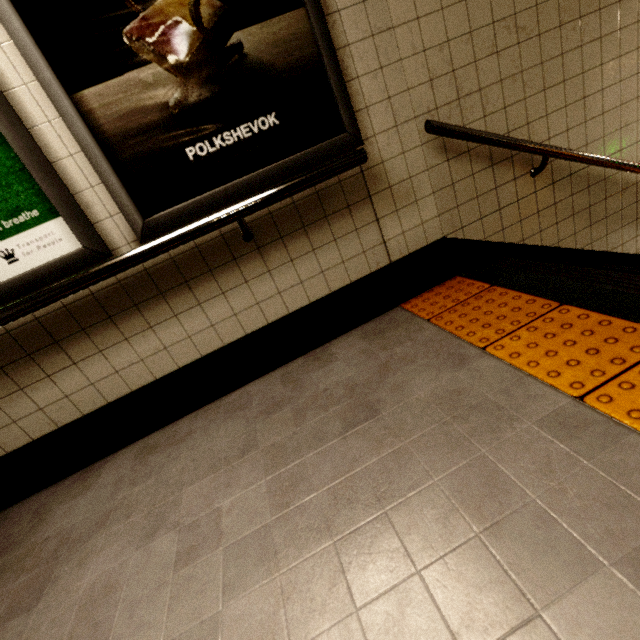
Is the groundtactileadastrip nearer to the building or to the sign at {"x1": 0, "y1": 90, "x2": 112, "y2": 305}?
the building

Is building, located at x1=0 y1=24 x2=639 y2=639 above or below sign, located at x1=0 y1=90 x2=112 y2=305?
below

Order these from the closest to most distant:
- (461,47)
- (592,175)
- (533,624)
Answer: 1. (533,624)
2. (461,47)
3. (592,175)

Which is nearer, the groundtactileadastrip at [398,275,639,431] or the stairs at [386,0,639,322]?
the groundtactileadastrip at [398,275,639,431]

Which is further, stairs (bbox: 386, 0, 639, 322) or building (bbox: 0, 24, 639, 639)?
stairs (bbox: 386, 0, 639, 322)

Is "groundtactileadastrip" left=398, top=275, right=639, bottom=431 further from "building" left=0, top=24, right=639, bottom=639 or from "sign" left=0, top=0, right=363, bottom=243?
"sign" left=0, top=0, right=363, bottom=243

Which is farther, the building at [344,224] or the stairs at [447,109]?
the stairs at [447,109]

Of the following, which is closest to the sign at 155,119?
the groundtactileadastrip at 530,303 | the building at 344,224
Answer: the building at 344,224
